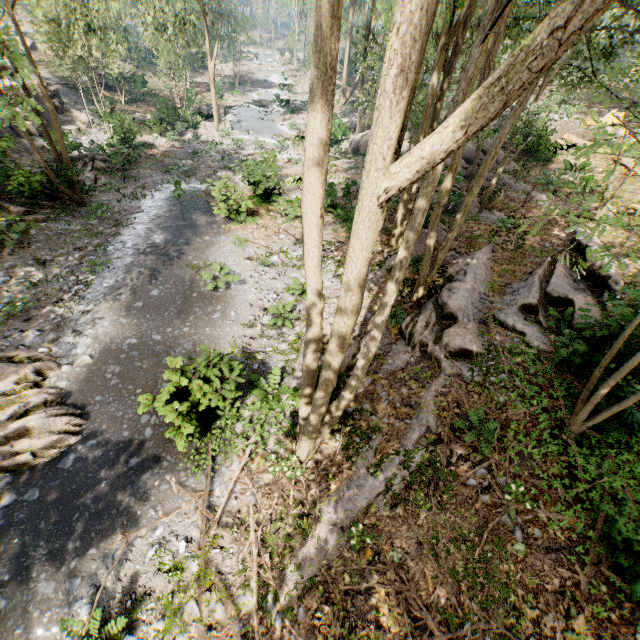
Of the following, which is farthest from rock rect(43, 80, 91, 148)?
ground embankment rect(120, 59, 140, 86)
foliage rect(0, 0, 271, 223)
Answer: ground embankment rect(120, 59, 140, 86)

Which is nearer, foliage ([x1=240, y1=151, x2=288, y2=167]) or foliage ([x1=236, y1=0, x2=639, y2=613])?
foliage ([x1=236, y1=0, x2=639, y2=613])

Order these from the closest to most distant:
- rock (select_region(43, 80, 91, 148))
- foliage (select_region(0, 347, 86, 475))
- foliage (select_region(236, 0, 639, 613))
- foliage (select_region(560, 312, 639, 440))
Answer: foliage (select_region(236, 0, 639, 613)), foliage (select_region(560, 312, 639, 440)), foliage (select_region(0, 347, 86, 475)), rock (select_region(43, 80, 91, 148))

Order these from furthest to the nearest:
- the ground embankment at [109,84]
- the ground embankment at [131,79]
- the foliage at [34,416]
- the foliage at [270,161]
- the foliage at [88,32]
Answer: the ground embankment at [131,79] → the ground embankment at [109,84] → the foliage at [270,161] → the foliage at [88,32] → the foliage at [34,416]

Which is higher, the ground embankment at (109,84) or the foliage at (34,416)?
the ground embankment at (109,84)

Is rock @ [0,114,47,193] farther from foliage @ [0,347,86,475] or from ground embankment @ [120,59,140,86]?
ground embankment @ [120,59,140,86]

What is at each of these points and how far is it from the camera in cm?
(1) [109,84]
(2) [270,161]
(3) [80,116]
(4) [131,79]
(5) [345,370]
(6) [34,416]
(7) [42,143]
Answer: (1) ground embankment, 3656
(2) foliage, 2159
(3) rock, 2762
(4) ground embankment, 3688
(5) foliage, 1062
(6) foliage, 808
(7) rock, 2266
